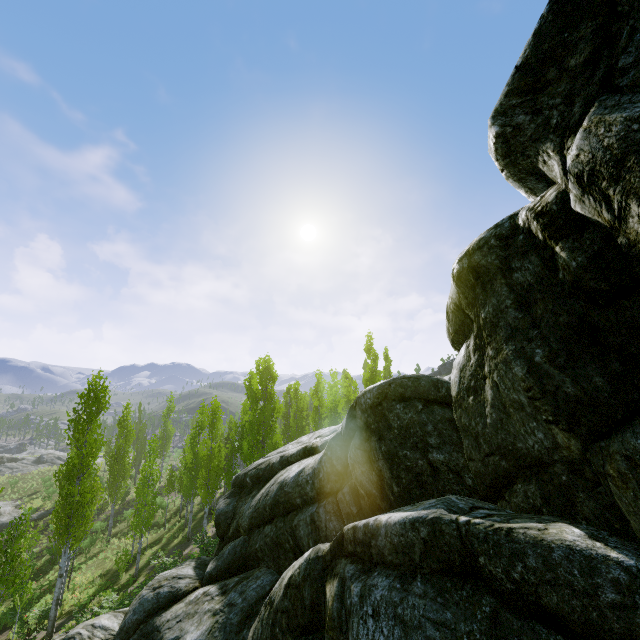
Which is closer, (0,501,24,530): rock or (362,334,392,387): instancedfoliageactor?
(362,334,392,387): instancedfoliageactor

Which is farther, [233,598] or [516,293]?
[233,598]

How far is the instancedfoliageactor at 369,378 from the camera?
31.2 meters

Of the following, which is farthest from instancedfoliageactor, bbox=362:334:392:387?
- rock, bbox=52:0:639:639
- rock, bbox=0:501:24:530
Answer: rock, bbox=0:501:24:530

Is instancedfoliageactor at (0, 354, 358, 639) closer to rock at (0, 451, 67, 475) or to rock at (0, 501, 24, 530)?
rock at (0, 451, 67, 475)

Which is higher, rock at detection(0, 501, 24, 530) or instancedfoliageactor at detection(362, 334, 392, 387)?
instancedfoliageactor at detection(362, 334, 392, 387)

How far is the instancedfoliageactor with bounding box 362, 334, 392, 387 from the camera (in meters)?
31.25

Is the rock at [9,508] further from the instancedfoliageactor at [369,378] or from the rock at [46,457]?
the rock at [46,457]
